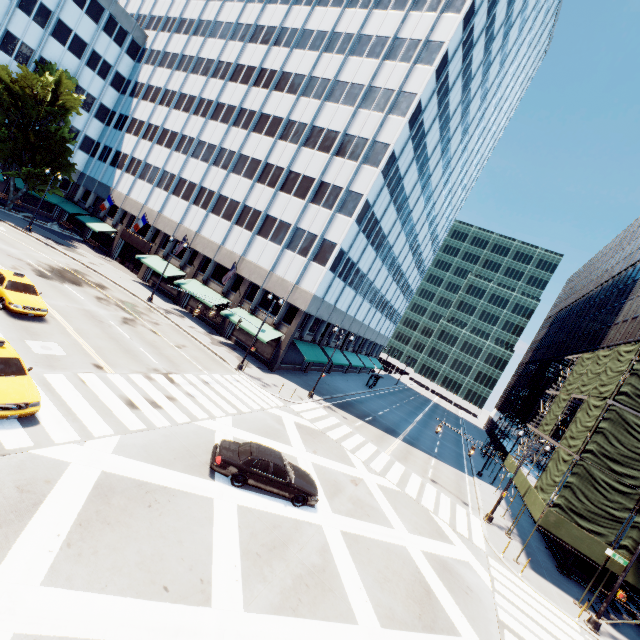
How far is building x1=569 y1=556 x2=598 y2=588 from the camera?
21.6m

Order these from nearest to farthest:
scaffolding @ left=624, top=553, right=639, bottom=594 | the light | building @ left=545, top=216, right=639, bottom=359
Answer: the light
scaffolding @ left=624, top=553, right=639, bottom=594
building @ left=545, top=216, right=639, bottom=359

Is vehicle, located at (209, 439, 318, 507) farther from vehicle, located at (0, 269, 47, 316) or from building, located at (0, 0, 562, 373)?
building, located at (0, 0, 562, 373)

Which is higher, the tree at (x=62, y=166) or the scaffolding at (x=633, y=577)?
the tree at (x=62, y=166)

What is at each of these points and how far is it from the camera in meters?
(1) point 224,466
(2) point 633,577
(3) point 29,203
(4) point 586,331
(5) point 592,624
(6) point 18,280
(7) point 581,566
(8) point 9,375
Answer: (1) vehicle, 13.4 m
(2) scaffolding, 18.1 m
(3) building, 49.1 m
(4) building, 45.8 m
(5) light, 17.1 m
(6) vehicle, 18.7 m
(7) building, 21.9 m
(8) vehicle, 11.6 m

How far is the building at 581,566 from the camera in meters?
21.6 m

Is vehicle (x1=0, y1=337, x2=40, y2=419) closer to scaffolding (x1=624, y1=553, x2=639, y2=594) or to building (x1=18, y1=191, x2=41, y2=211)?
building (x1=18, y1=191, x2=41, y2=211)

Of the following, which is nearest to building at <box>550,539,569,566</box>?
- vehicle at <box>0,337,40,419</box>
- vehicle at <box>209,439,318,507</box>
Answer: vehicle at <box>209,439,318,507</box>
